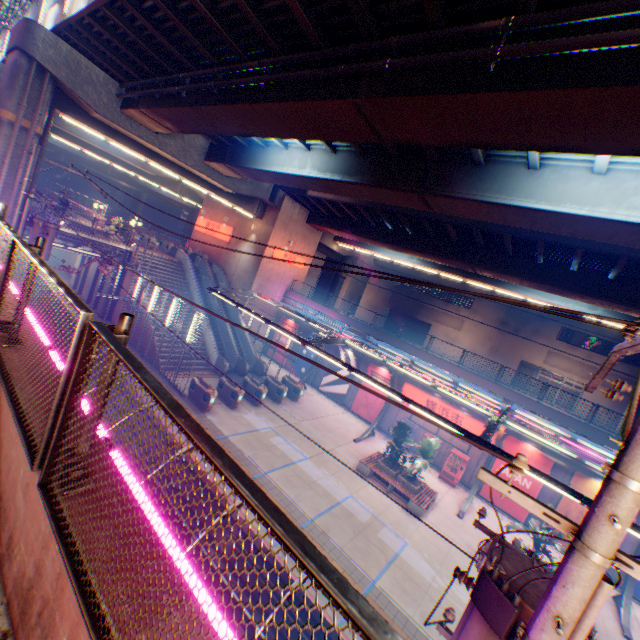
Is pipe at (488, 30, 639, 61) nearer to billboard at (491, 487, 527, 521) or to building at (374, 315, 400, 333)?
billboard at (491, 487, 527, 521)

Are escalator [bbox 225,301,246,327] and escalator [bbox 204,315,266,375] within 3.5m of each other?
yes

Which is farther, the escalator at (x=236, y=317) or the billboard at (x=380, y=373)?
the escalator at (x=236, y=317)

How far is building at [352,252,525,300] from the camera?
41.1m

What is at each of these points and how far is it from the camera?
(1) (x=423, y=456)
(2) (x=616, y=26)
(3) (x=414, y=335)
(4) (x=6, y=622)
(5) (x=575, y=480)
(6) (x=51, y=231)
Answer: (1) plants, 17.6m
(2) overpass support, 5.5m
(3) building, 47.3m
(4) concrete curb, 2.2m
(5) billboard, 17.9m
(6) electric pole, 13.6m

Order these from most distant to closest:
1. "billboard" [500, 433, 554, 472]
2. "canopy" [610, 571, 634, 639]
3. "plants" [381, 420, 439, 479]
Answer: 1. "billboard" [500, 433, 554, 472]
2. "plants" [381, 420, 439, 479]
3. "canopy" [610, 571, 634, 639]

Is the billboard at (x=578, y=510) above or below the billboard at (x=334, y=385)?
above

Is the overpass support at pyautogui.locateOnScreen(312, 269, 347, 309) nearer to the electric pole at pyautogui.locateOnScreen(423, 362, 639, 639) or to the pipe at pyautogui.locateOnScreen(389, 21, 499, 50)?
the pipe at pyautogui.locateOnScreen(389, 21, 499, 50)
